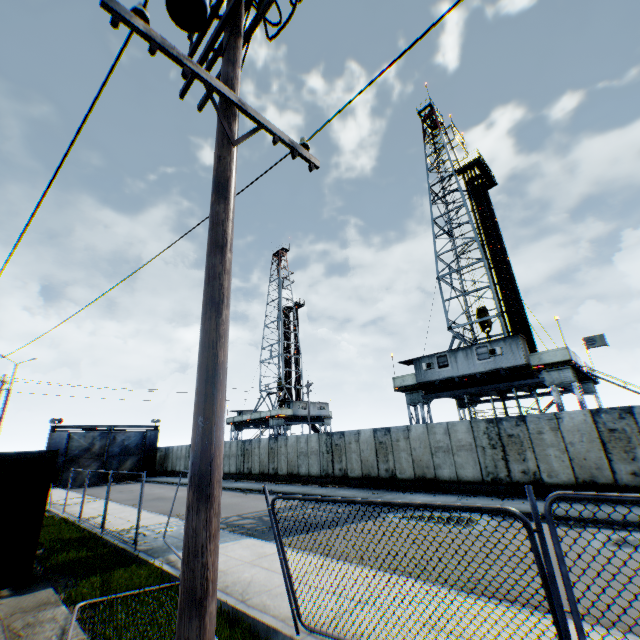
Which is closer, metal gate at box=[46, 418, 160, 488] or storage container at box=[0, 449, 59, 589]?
storage container at box=[0, 449, 59, 589]

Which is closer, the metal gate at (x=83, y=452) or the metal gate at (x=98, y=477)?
the metal gate at (x=83, y=452)

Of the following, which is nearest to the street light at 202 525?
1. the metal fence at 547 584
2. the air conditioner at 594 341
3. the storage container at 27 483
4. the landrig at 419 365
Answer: the metal fence at 547 584

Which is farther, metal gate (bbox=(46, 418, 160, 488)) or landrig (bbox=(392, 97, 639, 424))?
metal gate (bbox=(46, 418, 160, 488))

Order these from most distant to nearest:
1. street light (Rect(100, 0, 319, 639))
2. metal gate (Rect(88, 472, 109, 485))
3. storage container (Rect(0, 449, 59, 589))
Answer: metal gate (Rect(88, 472, 109, 485)), storage container (Rect(0, 449, 59, 589)), street light (Rect(100, 0, 319, 639))

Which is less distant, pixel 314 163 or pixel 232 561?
pixel 314 163

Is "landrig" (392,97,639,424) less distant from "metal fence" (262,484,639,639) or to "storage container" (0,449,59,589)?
"metal fence" (262,484,639,639)

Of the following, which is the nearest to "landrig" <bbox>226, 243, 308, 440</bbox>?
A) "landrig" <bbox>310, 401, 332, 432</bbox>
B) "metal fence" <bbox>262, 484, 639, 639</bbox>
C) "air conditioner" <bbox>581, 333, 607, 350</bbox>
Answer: "landrig" <bbox>310, 401, 332, 432</bbox>
